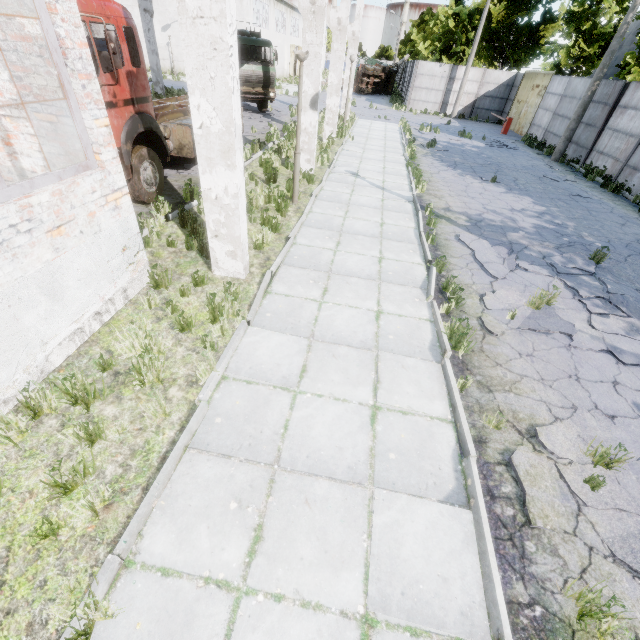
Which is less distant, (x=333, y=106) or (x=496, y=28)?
(x=333, y=106)

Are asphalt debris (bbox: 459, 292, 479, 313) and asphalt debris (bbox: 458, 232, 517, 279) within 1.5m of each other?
yes

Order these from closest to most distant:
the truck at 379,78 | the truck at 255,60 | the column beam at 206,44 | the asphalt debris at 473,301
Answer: Result:
1. the column beam at 206,44
2. the asphalt debris at 473,301
3. the truck at 255,60
4. the truck at 379,78

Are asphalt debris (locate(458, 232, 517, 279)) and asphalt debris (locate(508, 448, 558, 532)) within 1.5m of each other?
no

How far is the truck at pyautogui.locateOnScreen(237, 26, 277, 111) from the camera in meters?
18.2

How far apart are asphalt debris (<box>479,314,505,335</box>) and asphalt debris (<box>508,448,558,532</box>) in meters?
1.5 m

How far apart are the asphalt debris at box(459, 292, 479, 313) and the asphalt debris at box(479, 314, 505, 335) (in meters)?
0.18

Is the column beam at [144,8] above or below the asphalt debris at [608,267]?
above
